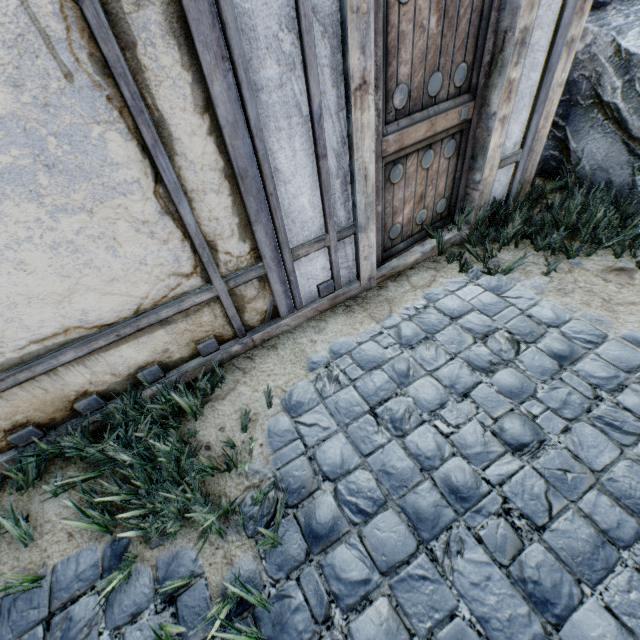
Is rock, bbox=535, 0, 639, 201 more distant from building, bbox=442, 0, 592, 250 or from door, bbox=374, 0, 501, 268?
door, bbox=374, 0, 501, 268

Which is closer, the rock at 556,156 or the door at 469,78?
the door at 469,78

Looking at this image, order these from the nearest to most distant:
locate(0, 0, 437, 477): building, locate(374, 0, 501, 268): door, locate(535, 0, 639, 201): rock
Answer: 1. locate(0, 0, 437, 477): building
2. locate(374, 0, 501, 268): door
3. locate(535, 0, 639, 201): rock

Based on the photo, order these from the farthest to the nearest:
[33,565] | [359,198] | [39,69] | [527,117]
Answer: [527,117] → [359,198] → [33,565] → [39,69]

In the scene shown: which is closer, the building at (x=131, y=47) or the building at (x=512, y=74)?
the building at (x=131, y=47)

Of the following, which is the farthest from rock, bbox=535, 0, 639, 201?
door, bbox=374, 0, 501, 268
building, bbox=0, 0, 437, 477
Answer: door, bbox=374, 0, 501, 268
